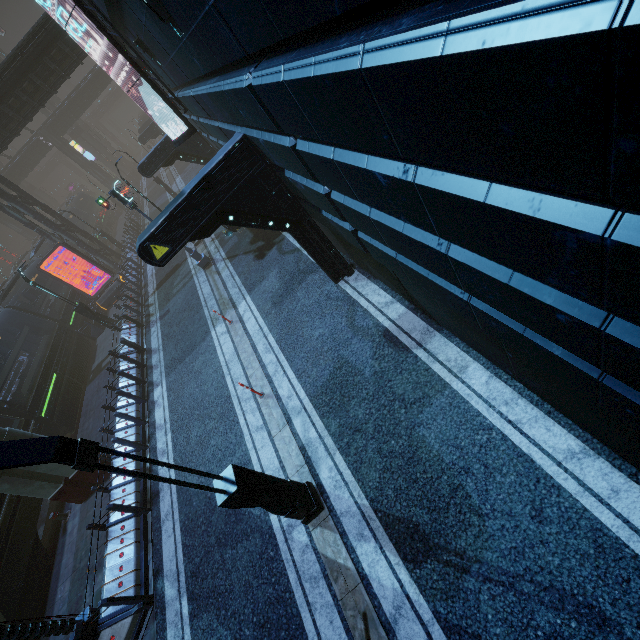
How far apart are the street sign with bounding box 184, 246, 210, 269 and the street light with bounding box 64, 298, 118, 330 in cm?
697

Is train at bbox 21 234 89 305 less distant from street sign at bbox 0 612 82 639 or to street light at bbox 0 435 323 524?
street sign at bbox 0 612 82 639

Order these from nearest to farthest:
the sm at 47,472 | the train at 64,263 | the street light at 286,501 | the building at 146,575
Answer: the street light at 286,501 → the building at 146,575 → the sm at 47,472 → the train at 64,263

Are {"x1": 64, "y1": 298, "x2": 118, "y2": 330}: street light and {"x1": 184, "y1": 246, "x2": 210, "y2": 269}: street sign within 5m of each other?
no

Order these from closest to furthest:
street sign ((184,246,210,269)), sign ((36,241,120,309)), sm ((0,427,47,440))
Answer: sm ((0,427,47,440)) < street sign ((184,246,210,269)) < sign ((36,241,120,309))

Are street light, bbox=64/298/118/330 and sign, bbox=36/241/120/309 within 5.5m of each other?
yes

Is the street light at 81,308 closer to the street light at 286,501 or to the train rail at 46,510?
the train rail at 46,510

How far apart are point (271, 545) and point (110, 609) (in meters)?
4.67
